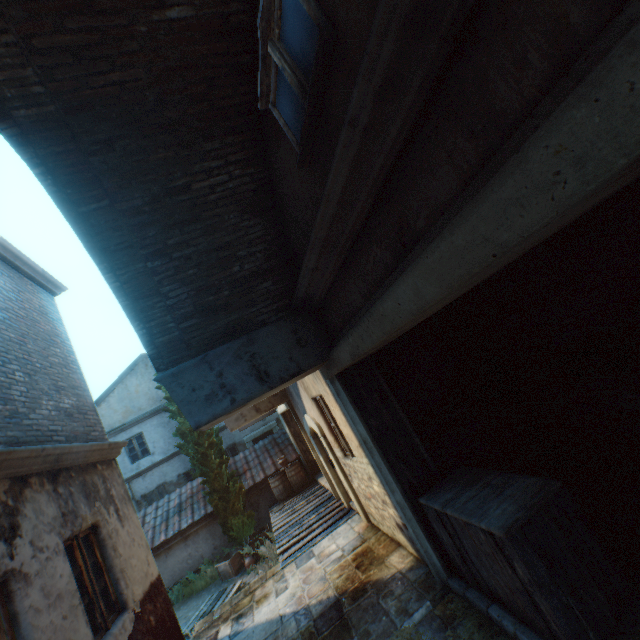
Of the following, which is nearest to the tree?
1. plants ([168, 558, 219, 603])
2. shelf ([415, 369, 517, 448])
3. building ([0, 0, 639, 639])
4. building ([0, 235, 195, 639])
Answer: building ([0, 235, 195, 639])

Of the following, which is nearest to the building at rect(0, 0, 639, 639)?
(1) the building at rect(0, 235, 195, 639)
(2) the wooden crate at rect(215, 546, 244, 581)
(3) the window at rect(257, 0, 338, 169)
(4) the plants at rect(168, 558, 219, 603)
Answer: (3) the window at rect(257, 0, 338, 169)

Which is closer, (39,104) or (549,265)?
(39,104)

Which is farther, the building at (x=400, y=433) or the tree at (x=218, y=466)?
the tree at (x=218, y=466)

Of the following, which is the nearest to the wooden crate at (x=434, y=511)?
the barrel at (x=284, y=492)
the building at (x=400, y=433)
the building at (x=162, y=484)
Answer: the building at (x=400, y=433)

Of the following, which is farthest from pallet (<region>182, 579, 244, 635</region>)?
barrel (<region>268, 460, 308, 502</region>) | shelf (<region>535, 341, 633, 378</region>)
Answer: shelf (<region>535, 341, 633, 378</region>)

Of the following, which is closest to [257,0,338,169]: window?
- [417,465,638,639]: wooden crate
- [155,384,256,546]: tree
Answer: [417,465,638,639]: wooden crate

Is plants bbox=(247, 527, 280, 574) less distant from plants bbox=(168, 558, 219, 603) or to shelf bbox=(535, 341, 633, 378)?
plants bbox=(168, 558, 219, 603)
